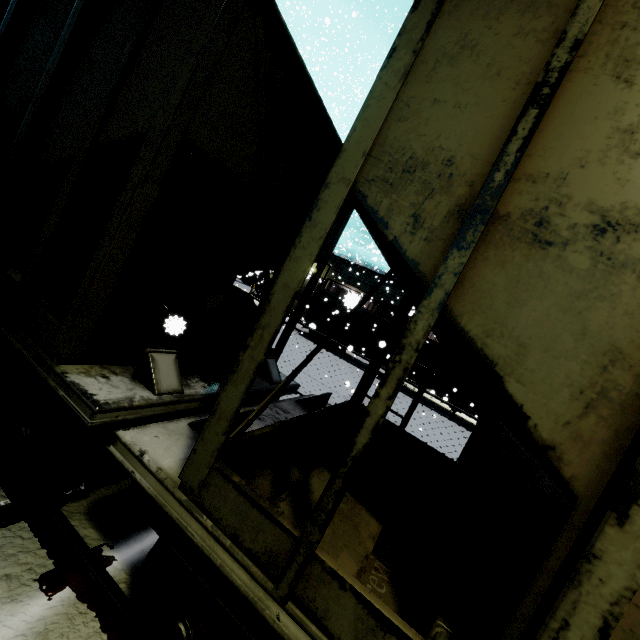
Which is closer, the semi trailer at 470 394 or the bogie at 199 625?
the bogie at 199 625

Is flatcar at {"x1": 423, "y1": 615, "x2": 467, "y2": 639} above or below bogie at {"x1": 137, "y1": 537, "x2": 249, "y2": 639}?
above

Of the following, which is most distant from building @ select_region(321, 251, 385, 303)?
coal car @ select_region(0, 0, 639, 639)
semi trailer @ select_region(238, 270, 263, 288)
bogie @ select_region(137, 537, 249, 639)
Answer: bogie @ select_region(137, 537, 249, 639)

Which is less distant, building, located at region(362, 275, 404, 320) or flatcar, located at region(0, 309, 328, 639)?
flatcar, located at region(0, 309, 328, 639)

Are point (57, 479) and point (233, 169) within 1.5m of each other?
no

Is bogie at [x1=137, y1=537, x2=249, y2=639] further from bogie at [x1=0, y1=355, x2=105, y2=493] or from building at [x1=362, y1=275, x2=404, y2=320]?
building at [x1=362, y1=275, x2=404, y2=320]

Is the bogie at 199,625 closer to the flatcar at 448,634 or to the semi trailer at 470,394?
the flatcar at 448,634

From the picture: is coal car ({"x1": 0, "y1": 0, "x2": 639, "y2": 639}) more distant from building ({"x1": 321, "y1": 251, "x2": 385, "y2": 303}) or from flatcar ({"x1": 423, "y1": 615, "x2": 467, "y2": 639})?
building ({"x1": 321, "y1": 251, "x2": 385, "y2": 303})
